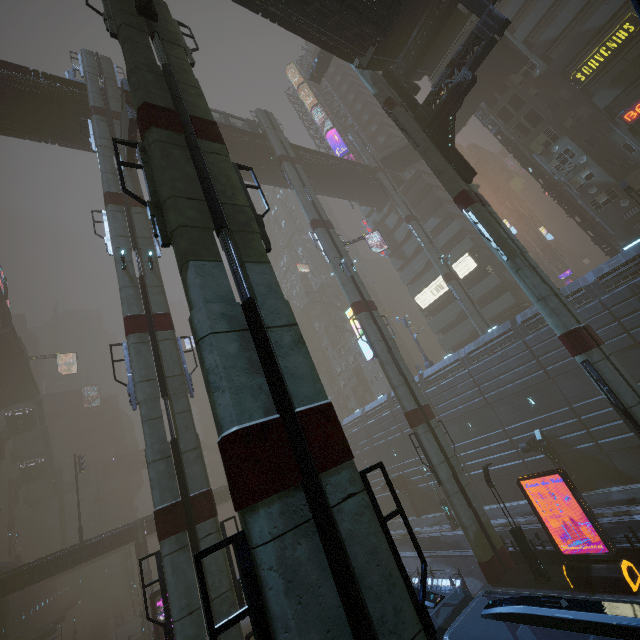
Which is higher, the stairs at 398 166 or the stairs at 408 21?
the stairs at 398 166

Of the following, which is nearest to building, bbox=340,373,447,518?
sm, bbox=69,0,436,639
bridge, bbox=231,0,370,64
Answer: bridge, bbox=231,0,370,64

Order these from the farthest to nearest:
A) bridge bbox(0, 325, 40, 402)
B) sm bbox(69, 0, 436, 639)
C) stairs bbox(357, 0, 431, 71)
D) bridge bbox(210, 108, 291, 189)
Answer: bridge bbox(0, 325, 40, 402), bridge bbox(210, 108, 291, 189), stairs bbox(357, 0, 431, 71), sm bbox(69, 0, 436, 639)

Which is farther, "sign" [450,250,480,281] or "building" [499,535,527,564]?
"sign" [450,250,480,281]

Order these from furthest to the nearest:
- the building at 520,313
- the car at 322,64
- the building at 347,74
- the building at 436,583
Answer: the building at 347,74, the car at 322,64, the building at 520,313, the building at 436,583

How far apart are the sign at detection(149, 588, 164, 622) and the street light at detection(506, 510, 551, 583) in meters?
23.5 m

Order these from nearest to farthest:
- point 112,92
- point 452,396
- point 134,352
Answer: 1. point 134,352
2. point 112,92
3. point 452,396
